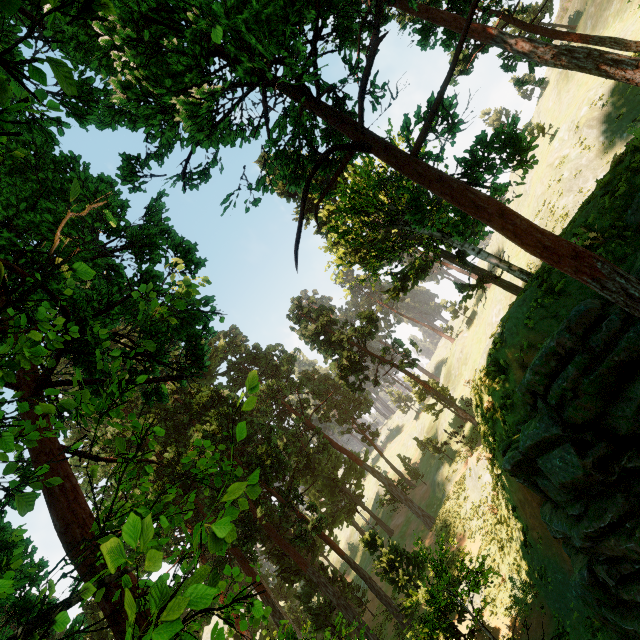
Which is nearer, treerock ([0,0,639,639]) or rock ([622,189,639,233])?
treerock ([0,0,639,639])

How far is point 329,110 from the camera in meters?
9.4

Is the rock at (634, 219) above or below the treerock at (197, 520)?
below

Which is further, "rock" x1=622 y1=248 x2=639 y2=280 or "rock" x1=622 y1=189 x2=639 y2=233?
"rock" x1=622 y1=189 x2=639 y2=233

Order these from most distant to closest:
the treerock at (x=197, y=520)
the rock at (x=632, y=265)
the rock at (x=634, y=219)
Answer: the rock at (x=634, y=219) < the rock at (x=632, y=265) < the treerock at (x=197, y=520)

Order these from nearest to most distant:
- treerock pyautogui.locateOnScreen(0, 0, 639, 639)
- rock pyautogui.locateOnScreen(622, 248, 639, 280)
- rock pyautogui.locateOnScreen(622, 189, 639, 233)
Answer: treerock pyautogui.locateOnScreen(0, 0, 639, 639) → rock pyautogui.locateOnScreen(622, 248, 639, 280) → rock pyautogui.locateOnScreen(622, 189, 639, 233)
